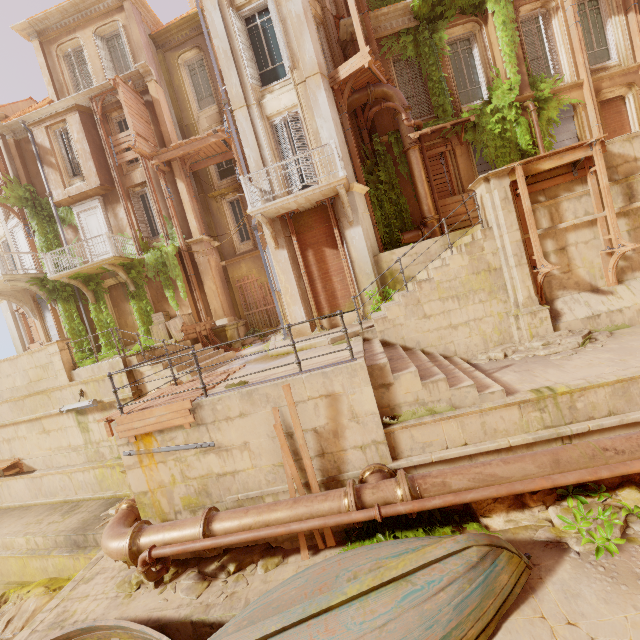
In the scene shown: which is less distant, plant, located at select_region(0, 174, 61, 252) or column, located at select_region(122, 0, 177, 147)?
column, located at select_region(122, 0, 177, 147)

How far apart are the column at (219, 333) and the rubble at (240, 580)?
8.6 meters

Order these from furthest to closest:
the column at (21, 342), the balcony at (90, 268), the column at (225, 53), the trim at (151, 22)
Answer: the column at (21, 342)
the trim at (151, 22)
the balcony at (90, 268)
the column at (225, 53)

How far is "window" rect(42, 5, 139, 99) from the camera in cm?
1552

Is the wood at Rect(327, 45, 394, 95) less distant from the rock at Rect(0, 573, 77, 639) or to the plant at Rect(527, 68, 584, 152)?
the plant at Rect(527, 68, 584, 152)

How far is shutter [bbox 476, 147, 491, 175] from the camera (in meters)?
13.15

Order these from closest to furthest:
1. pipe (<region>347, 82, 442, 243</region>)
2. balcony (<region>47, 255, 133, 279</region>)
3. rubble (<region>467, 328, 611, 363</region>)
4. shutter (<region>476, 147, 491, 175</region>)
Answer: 1. rubble (<region>467, 328, 611, 363</region>)
2. pipe (<region>347, 82, 442, 243</region>)
3. shutter (<region>476, 147, 491, 175</region>)
4. balcony (<region>47, 255, 133, 279</region>)

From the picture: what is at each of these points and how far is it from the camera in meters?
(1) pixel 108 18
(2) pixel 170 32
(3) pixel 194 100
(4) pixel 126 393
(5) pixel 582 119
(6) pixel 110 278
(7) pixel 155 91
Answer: (1) window, 15.5
(2) trim, 16.6
(3) window, 17.4
(4) building, 10.5
(5) column, 12.8
(6) column, 16.5
(7) column, 15.4
